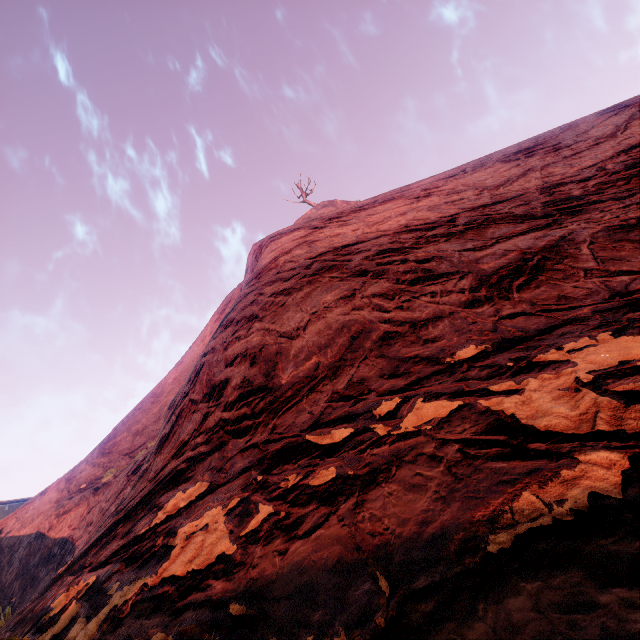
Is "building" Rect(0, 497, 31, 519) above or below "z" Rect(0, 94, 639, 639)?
above

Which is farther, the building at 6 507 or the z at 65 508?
the building at 6 507

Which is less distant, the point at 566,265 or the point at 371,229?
the point at 566,265

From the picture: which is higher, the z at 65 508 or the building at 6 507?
the building at 6 507

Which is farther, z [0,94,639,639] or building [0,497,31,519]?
building [0,497,31,519]
